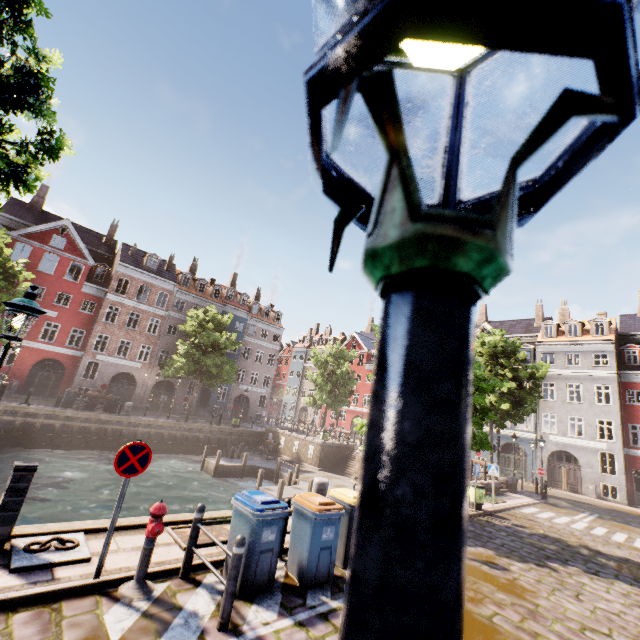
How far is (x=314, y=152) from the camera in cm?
29

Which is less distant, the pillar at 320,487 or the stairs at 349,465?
the pillar at 320,487

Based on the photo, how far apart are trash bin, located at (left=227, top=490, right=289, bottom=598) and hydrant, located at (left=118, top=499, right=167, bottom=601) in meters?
1.1

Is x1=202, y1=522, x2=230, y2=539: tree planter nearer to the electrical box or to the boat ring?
the boat ring

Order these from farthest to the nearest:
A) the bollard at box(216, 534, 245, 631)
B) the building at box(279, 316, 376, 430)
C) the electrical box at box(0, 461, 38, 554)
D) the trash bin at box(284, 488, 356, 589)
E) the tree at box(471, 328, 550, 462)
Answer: the building at box(279, 316, 376, 430), the tree at box(471, 328, 550, 462), the trash bin at box(284, 488, 356, 589), the electrical box at box(0, 461, 38, 554), the bollard at box(216, 534, 245, 631)

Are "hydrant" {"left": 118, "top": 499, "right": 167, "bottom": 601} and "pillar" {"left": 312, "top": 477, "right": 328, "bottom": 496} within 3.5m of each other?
no

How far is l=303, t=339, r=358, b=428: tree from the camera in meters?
35.3 m

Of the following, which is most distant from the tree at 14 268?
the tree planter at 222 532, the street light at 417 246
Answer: the tree planter at 222 532
